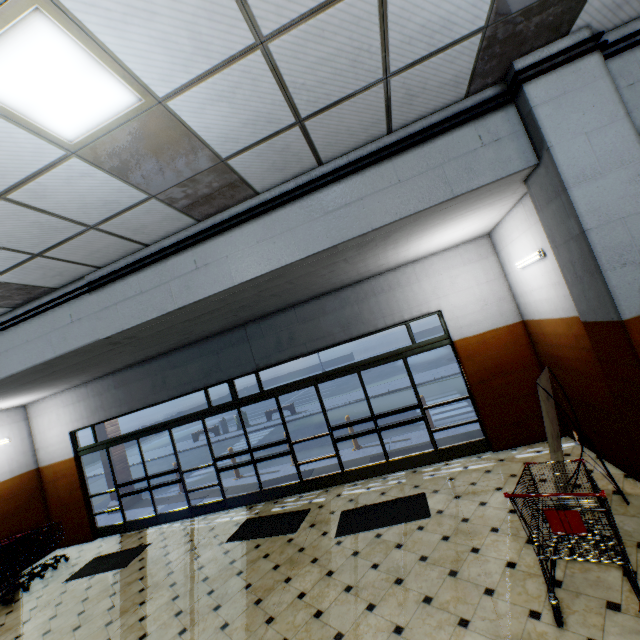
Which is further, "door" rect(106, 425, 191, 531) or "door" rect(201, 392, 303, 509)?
"door" rect(106, 425, 191, 531)

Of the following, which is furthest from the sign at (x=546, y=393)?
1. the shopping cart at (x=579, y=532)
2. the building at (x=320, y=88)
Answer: the shopping cart at (x=579, y=532)

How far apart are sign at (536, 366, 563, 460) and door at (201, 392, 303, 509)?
4.77m

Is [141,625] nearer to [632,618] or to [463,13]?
[632,618]

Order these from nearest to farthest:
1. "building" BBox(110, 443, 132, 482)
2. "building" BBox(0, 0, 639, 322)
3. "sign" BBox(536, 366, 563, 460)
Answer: A:
"building" BBox(0, 0, 639, 322)
"sign" BBox(536, 366, 563, 460)
"building" BBox(110, 443, 132, 482)

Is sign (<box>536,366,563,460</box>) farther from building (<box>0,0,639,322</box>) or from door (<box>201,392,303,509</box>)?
door (<box>201,392,303,509</box>)

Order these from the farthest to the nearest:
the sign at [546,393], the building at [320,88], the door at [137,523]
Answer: the door at [137,523] → the sign at [546,393] → the building at [320,88]

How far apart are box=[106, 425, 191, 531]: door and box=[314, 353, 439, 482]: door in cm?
402
